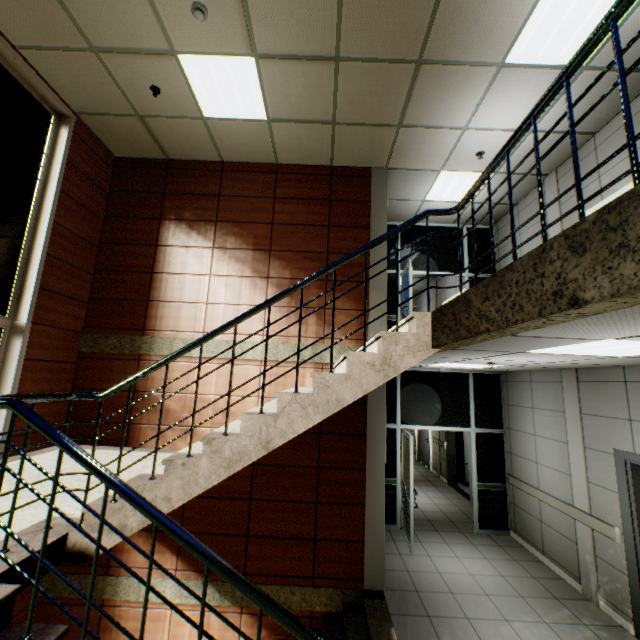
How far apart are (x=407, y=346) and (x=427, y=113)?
3.92m

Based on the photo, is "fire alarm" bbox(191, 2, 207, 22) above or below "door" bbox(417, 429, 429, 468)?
above

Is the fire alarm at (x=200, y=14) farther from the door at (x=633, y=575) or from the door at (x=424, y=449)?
the door at (x=424, y=449)

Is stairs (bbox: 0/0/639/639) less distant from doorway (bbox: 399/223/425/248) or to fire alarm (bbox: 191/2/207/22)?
doorway (bbox: 399/223/425/248)

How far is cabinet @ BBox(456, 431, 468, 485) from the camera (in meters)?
9.77

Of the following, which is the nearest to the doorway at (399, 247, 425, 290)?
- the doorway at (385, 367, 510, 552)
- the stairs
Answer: the doorway at (385, 367, 510, 552)

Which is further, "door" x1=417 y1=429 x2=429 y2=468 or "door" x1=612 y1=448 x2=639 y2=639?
"door" x1=417 y1=429 x2=429 y2=468

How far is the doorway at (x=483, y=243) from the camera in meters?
7.7
